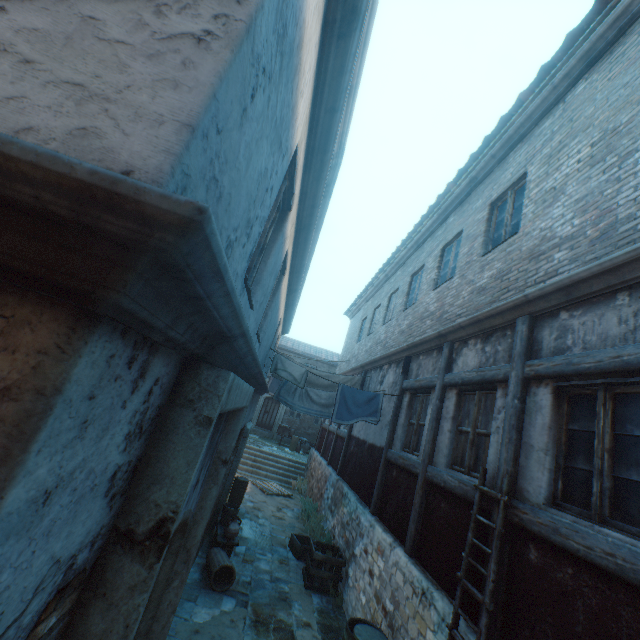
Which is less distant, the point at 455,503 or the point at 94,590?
the point at 94,590

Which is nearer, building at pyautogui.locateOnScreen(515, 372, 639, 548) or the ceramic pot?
building at pyautogui.locateOnScreen(515, 372, 639, 548)

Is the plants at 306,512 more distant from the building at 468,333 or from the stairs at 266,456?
the stairs at 266,456

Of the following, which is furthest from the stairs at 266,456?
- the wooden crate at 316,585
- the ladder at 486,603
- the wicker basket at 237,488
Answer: the ladder at 486,603

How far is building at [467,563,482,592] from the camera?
3.8m

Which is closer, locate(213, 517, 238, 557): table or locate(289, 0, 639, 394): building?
locate(289, 0, 639, 394): building

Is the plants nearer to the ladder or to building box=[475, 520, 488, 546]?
building box=[475, 520, 488, 546]

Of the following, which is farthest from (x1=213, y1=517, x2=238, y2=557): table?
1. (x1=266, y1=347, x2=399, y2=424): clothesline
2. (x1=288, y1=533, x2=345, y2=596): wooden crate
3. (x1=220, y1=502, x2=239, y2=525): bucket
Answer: (x1=266, y1=347, x2=399, y2=424): clothesline
